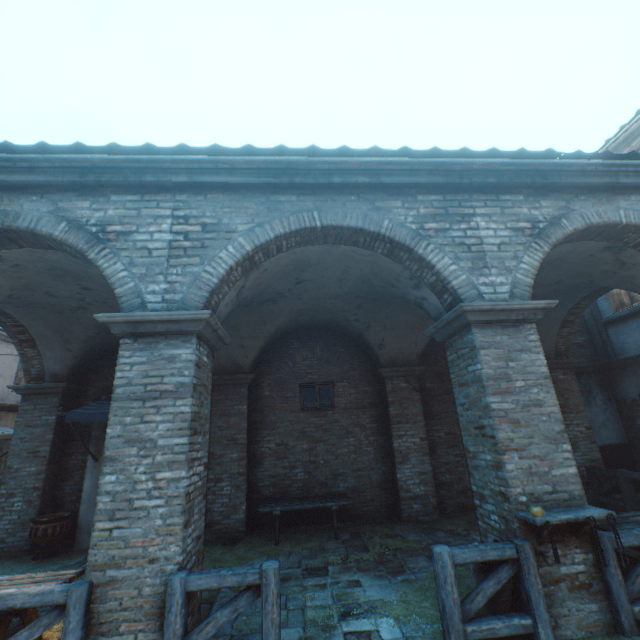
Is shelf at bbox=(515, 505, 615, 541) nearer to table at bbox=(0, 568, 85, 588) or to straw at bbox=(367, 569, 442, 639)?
straw at bbox=(367, 569, 442, 639)

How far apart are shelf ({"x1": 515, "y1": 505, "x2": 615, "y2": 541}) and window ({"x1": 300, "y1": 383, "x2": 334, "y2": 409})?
5.9 meters

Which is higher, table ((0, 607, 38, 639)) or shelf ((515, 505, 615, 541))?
shelf ((515, 505, 615, 541))

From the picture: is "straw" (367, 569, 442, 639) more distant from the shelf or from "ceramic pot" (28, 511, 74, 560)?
"ceramic pot" (28, 511, 74, 560)

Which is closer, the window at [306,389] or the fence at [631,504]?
the fence at [631,504]

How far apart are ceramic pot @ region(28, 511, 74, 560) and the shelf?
9.41m

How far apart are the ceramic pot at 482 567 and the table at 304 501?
3.7m

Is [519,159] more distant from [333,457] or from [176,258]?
[333,457]
